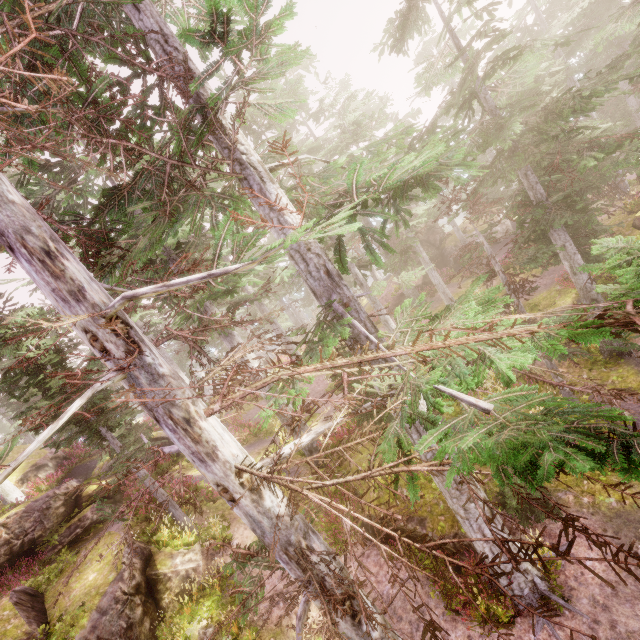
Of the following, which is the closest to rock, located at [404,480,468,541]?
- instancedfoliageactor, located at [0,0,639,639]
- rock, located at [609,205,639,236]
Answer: instancedfoliageactor, located at [0,0,639,639]

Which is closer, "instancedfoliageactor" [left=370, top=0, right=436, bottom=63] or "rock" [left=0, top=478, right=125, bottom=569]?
"instancedfoliageactor" [left=370, top=0, right=436, bottom=63]

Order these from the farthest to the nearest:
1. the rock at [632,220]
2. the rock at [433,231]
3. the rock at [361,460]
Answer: the rock at [433,231]
the rock at [632,220]
the rock at [361,460]

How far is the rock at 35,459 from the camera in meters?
18.5

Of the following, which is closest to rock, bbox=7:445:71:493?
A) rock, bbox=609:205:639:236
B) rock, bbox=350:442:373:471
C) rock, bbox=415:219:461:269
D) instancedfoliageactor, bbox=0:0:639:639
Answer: instancedfoliageactor, bbox=0:0:639:639

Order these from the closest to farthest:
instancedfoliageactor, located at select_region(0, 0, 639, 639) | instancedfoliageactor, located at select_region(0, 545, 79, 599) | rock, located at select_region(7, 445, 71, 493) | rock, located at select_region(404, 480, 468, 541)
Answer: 1. instancedfoliageactor, located at select_region(0, 0, 639, 639)
2. rock, located at select_region(404, 480, 468, 541)
3. instancedfoliageactor, located at select_region(0, 545, 79, 599)
4. rock, located at select_region(7, 445, 71, 493)

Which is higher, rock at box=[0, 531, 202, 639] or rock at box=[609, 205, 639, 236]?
rock at box=[0, 531, 202, 639]

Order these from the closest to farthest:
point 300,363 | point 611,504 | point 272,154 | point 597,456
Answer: point 597,456 → point 300,363 → point 272,154 → point 611,504
